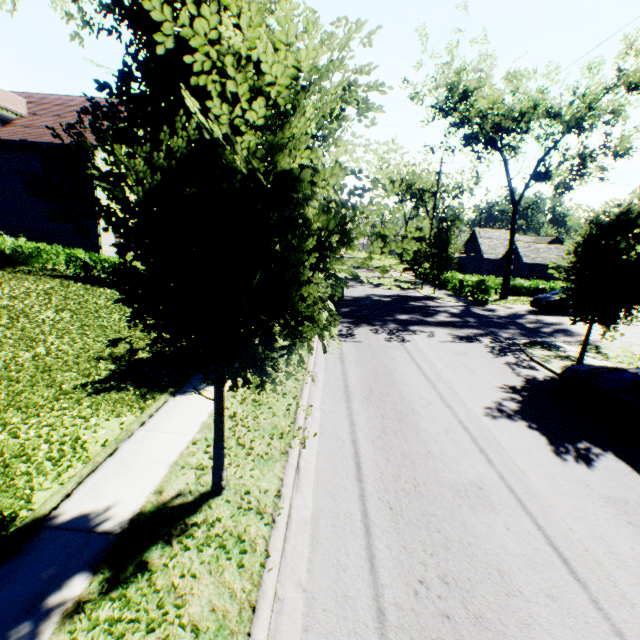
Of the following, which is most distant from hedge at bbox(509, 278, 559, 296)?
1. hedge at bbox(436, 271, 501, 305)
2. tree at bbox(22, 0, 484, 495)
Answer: hedge at bbox(436, 271, 501, 305)

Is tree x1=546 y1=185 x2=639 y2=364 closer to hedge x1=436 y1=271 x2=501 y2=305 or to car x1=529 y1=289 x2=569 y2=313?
hedge x1=436 y1=271 x2=501 y2=305

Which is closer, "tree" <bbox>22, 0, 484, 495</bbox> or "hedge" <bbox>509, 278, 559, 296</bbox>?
"tree" <bbox>22, 0, 484, 495</bbox>

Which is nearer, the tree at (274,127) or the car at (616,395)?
the tree at (274,127)

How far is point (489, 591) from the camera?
4.0m

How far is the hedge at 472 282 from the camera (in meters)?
25.72

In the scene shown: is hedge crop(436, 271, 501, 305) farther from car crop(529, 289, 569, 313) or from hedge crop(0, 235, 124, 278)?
hedge crop(0, 235, 124, 278)

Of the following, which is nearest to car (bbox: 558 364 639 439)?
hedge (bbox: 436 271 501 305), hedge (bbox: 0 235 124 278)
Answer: hedge (bbox: 0 235 124 278)
